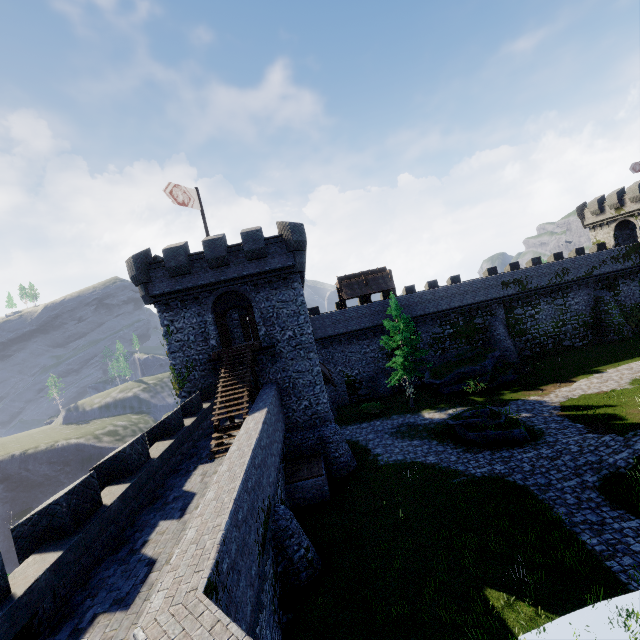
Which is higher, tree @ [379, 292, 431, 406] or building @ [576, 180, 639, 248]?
building @ [576, 180, 639, 248]

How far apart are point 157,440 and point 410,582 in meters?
12.1

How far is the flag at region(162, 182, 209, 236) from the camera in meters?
19.7 m

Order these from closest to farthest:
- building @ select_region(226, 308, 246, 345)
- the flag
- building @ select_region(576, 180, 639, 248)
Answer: the flag < building @ select_region(226, 308, 246, 345) < building @ select_region(576, 180, 639, 248)

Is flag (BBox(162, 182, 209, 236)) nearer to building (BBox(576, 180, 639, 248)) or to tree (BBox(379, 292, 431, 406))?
tree (BBox(379, 292, 431, 406))

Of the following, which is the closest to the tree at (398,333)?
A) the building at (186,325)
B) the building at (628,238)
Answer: the building at (186,325)

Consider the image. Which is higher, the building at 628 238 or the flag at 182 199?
the flag at 182 199

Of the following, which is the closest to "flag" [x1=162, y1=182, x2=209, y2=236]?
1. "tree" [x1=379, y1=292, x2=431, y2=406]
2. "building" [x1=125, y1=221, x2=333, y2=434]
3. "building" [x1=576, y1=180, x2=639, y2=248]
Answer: "building" [x1=125, y1=221, x2=333, y2=434]
